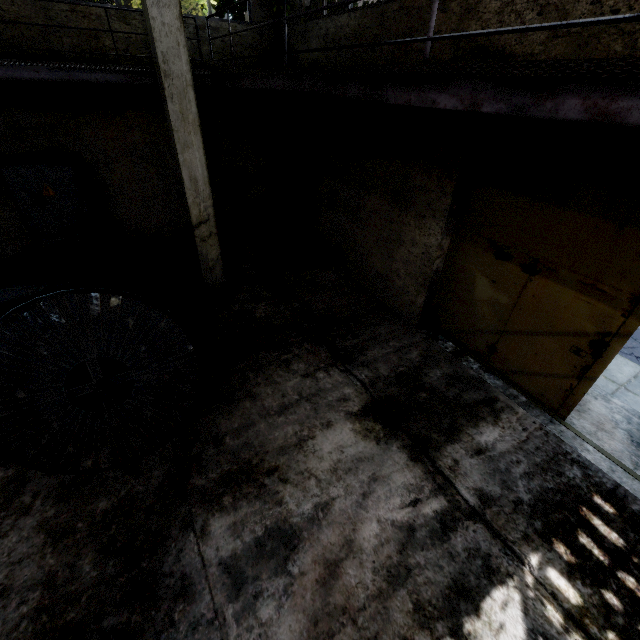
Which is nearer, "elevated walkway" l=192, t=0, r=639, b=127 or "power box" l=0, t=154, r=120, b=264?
"elevated walkway" l=192, t=0, r=639, b=127

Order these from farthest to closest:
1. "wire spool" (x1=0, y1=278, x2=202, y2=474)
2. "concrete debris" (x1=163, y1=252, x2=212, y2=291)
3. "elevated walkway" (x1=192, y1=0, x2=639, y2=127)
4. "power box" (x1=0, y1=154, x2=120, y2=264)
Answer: "concrete debris" (x1=163, y1=252, x2=212, y2=291) < "power box" (x1=0, y1=154, x2=120, y2=264) < "wire spool" (x1=0, y1=278, x2=202, y2=474) < "elevated walkway" (x1=192, y1=0, x2=639, y2=127)

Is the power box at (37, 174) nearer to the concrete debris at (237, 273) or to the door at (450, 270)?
the concrete debris at (237, 273)

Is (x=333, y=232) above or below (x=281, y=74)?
below

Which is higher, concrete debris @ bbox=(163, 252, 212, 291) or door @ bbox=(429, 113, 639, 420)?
door @ bbox=(429, 113, 639, 420)

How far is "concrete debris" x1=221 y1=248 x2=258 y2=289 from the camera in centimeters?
767cm

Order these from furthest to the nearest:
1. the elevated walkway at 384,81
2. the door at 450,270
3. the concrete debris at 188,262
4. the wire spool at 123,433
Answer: the concrete debris at 188,262
the door at 450,270
the wire spool at 123,433
the elevated walkway at 384,81
